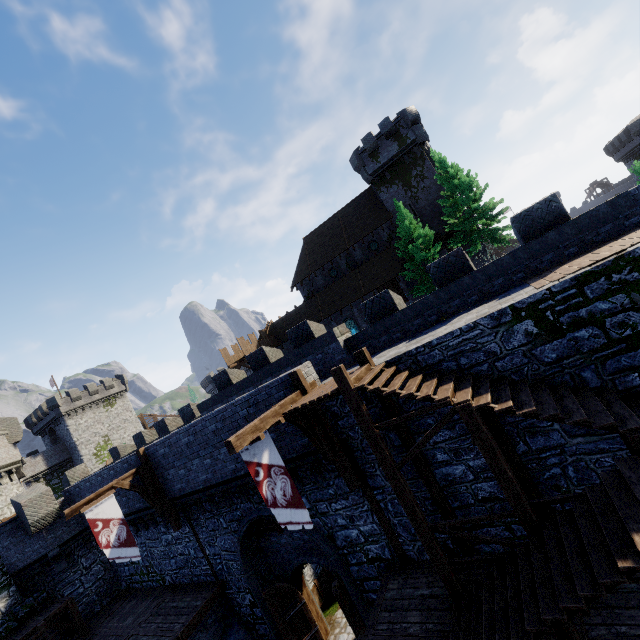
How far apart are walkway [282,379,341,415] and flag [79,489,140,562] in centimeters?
947cm

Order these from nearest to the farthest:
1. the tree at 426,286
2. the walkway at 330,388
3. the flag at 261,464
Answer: the flag at 261,464, the walkway at 330,388, the tree at 426,286

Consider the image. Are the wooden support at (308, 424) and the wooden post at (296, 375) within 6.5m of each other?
yes

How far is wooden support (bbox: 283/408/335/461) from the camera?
9.2 meters

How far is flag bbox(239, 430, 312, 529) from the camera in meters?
7.7

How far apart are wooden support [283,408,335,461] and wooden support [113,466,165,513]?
9.6 meters

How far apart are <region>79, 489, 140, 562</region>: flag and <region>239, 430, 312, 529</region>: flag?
9.0m

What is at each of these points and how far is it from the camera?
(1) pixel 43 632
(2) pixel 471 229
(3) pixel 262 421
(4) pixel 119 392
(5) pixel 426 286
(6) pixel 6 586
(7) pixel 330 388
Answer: (1) stairs, 14.94m
(2) tree, 28.30m
(3) wooden beam, 8.13m
(4) building, 55.41m
(5) tree, 27.08m
(6) building tower, 16.69m
(7) walkway, 8.52m
